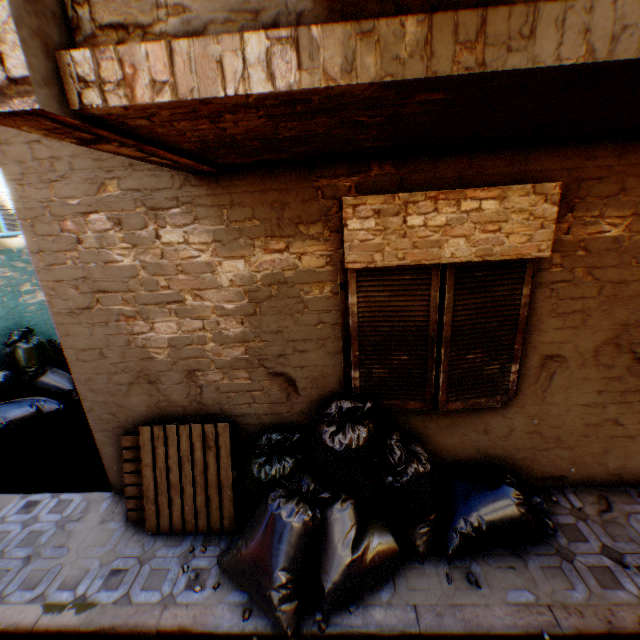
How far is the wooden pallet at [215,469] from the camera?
3.48m

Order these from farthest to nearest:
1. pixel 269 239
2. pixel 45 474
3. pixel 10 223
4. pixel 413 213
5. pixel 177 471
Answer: pixel 10 223, pixel 45 474, pixel 177 471, pixel 269 239, pixel 413 213

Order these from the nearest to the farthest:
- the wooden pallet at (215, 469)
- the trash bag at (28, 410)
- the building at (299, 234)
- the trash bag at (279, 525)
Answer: the building at (299, 234) < the trash bag at (279, 525) < the wooden pallet at (215, 469) < the trash bag at (28, 410)

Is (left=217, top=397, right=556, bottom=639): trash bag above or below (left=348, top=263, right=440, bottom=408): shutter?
below

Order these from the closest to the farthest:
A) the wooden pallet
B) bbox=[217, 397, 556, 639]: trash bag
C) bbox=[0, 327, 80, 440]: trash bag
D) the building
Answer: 1. the building
2. bbox=[217, 397, 556, 639]: trash bag
3. the wooden pallet
4. bbox=[0, 327, 80, 440]: trash bag

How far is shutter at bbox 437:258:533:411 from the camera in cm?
287

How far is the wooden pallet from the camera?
3.5 meters

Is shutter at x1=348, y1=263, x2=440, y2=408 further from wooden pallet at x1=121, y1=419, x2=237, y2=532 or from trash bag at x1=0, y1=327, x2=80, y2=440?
wooden pallet at x1=121, y1=419, x2=237, y2=532
